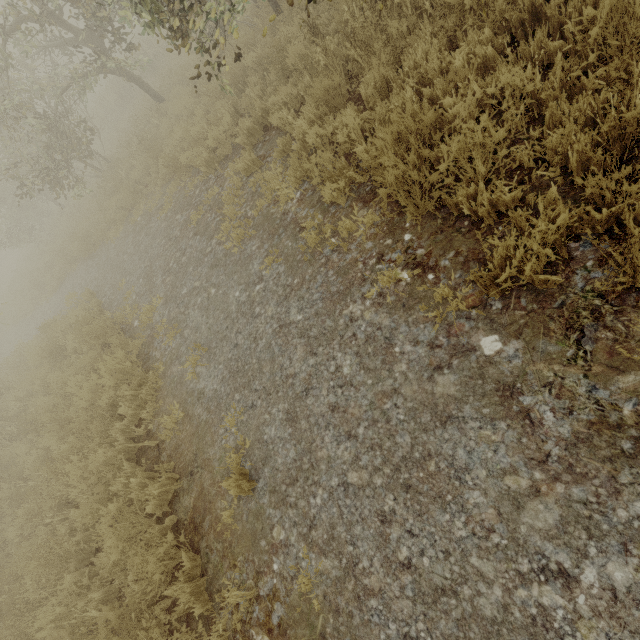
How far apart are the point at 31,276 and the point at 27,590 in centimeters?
1692cm

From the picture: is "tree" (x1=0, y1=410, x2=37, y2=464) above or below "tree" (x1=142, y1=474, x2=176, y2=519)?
above

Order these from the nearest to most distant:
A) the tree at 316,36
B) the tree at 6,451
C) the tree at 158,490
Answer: the tree at 158,490, the tree at 316,36, the tree at 6,451

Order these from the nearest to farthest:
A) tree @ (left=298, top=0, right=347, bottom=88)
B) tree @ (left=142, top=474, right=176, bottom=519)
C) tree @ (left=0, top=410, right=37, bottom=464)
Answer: tree @ (left=142, top=474, right=176, bottom=519) < tree @ (left=298, top=0, right=347, bottom=88) < tree @ (left=0, top=410, right=37, bottom=464)

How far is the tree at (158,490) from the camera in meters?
3.9 m

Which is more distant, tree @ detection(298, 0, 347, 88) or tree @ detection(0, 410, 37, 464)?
tree @ detection(0, 410, 37, 464)

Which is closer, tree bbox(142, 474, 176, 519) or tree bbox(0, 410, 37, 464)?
tree bbox(142, 474, 176, 519)

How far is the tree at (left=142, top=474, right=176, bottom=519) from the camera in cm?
392
